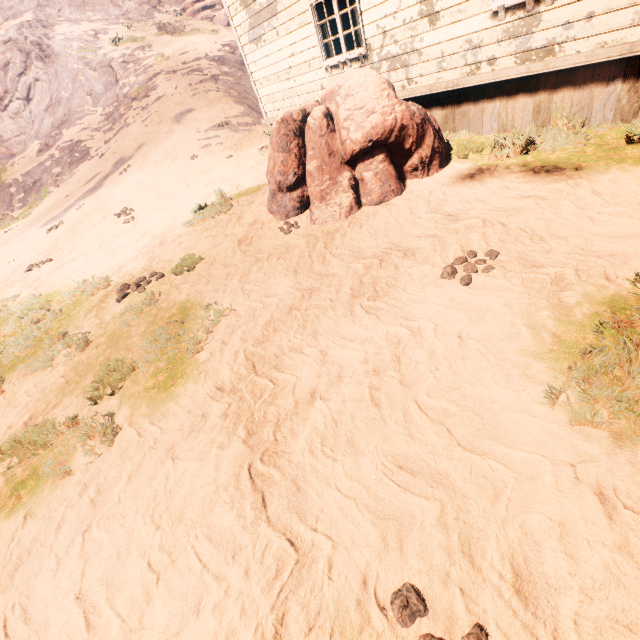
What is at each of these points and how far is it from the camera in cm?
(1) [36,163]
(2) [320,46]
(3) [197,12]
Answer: (1) z, 2092
(2) building, 755
(3) rock, 2783

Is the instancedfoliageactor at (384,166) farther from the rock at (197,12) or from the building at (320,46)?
the rock at (197,12)

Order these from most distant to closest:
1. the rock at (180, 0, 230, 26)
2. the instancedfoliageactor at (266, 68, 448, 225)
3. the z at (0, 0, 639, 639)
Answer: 1. the rock at (180, 0, 230, 26)
2. the instancedfoliageactor at (266, 68, 448, 225)
3. the z at (0, 0, 639, 639)

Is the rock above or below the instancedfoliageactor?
above

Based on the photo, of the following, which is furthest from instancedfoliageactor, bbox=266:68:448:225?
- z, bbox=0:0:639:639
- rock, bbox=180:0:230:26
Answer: rock, bbox=180:0:230:26

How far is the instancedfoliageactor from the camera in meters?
5.2 m

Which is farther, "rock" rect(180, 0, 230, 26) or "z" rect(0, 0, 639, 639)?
"rock" rect(180, 0, 230, 26)
